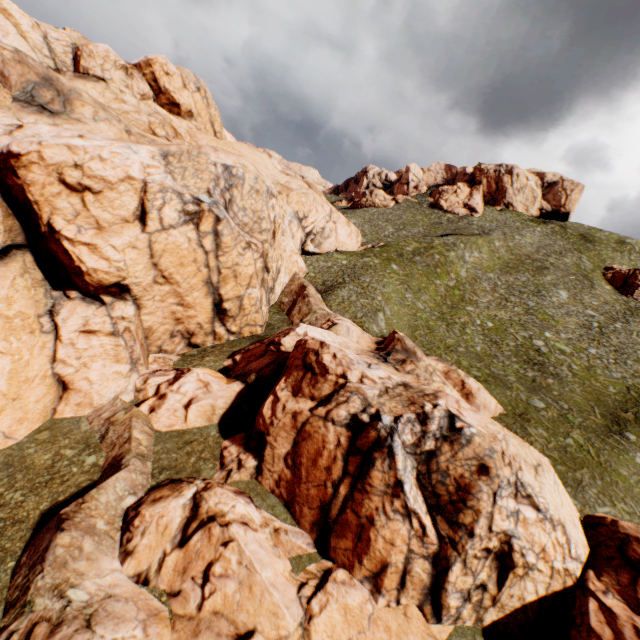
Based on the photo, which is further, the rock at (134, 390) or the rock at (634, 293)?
the rock at (634, 293)

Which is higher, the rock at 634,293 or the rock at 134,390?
the rock at 634,293

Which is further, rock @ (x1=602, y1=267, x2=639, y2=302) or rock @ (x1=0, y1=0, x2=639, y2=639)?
rock @ (x1=602, y1=267, x2=639, y2=302)

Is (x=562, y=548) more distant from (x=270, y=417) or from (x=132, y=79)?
(x=132, y=79)

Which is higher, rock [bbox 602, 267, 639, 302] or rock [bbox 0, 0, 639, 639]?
rock [bbox 602, 267, 639, 302]
